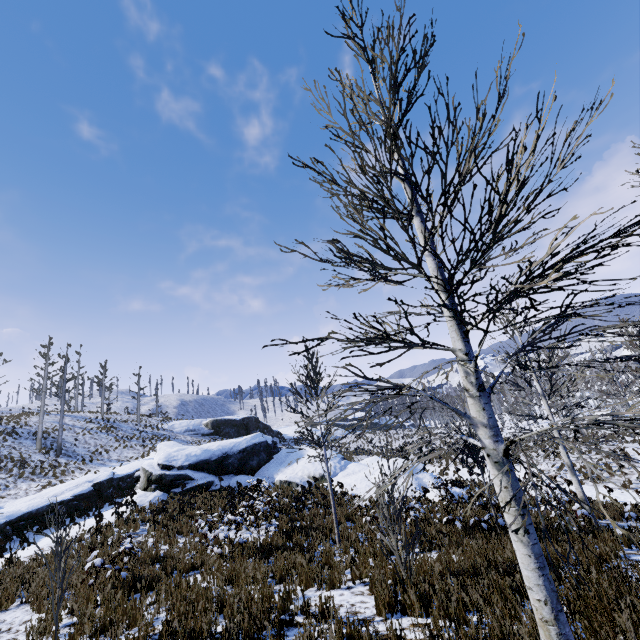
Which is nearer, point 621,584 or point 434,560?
point 621,584

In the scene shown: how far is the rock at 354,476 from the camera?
17.9m

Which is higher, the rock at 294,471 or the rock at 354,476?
the rock at 294,471

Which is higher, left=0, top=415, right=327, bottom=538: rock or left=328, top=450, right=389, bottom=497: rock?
left=0, top=415, right=327, bottom=538: rock

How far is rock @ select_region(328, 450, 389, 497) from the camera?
17.9m
